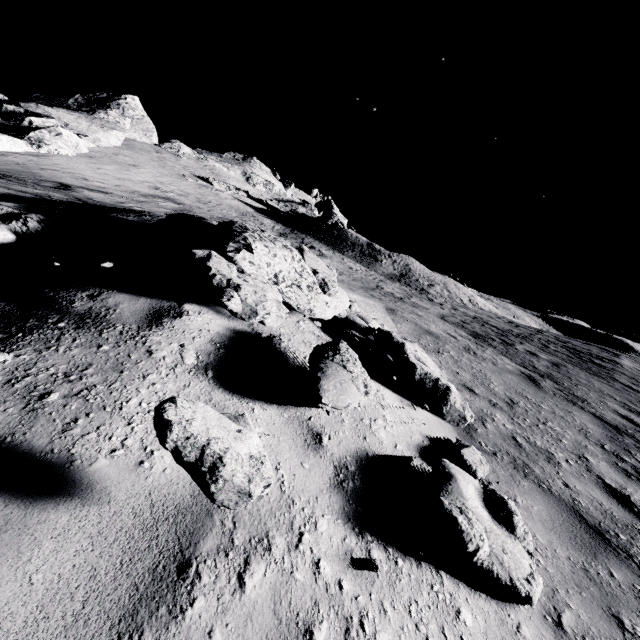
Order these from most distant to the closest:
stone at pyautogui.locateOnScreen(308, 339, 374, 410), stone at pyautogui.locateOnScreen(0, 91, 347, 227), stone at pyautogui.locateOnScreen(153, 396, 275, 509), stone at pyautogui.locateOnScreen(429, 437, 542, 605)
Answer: stone at pyautogui.locateOnScreen(0, 91, 347, 227)
stone at pyautogui.locateOnScreen(308, 339, 374, 410)
stone at pyautogui.locateOnScreen(429, 437, 542, 605)
stone at pyautogui.locateOnScreen(153, 396, 275, 509)

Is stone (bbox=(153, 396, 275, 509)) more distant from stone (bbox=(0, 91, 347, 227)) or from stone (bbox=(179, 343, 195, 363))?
stone (bbox=(0, 91, 347, 227))

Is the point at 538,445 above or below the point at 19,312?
below

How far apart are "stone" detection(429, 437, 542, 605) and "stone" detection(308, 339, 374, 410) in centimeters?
83cm

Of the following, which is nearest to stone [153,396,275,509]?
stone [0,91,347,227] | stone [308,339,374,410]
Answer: stone [308,339,374,410]

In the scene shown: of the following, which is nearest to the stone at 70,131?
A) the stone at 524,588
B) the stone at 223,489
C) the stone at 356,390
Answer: the stone at 356,390

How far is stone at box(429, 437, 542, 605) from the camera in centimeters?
223cm

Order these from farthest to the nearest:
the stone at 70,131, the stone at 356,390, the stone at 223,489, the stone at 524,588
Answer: the stone at 70,131 → the stone at 356,390 → the stone at 524,588 → the stone at 223,489
